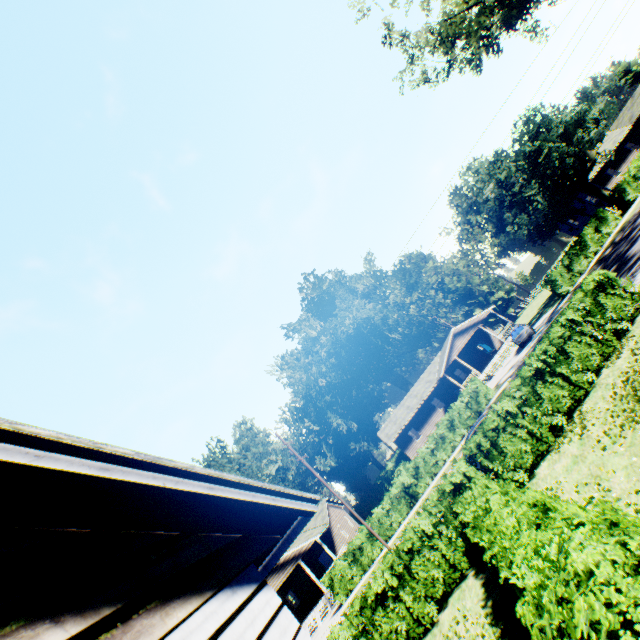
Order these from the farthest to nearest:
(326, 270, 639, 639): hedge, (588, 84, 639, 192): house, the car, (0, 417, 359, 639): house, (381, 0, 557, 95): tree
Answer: (588, 84, 639, 192): house → the car → (381, 0, 557, 95): tree → (326, 270, 639, 639): hedge → (0, 417, 359, 639): house

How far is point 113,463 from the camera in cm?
223

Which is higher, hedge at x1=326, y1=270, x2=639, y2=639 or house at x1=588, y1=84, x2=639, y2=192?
house at x1=588, y1=84, x2=639, y2=192

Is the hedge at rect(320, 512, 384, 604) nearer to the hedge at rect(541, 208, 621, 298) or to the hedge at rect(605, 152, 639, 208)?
the hedge at rect(541, 208, 621, 298)

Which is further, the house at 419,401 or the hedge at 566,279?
the house at 419,401

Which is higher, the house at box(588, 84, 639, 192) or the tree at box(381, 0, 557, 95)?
the tree at box(381, 0, 557, 95)

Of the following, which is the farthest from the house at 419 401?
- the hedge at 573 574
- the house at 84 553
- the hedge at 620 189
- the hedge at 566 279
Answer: the house at 84 553

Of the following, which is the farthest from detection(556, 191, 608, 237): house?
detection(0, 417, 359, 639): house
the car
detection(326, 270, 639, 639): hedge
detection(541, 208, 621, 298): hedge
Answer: detection(0, 417, 359, 639): house
